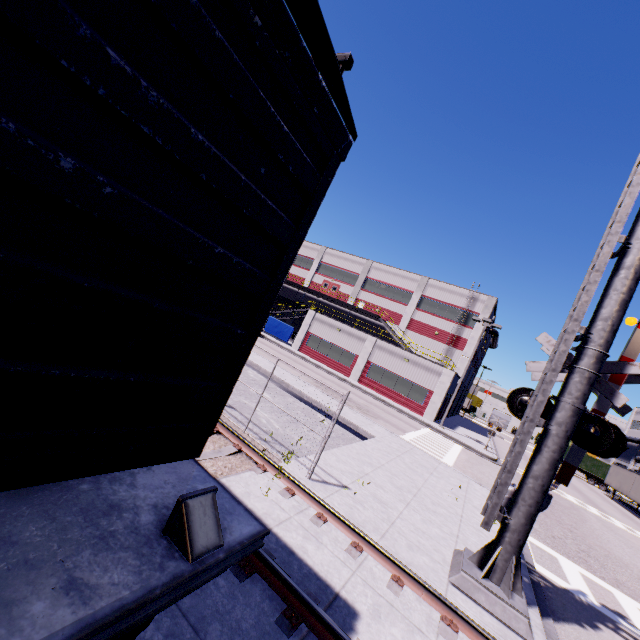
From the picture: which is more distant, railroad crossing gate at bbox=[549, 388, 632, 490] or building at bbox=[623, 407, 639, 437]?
building at bbox=[623, 407, 639, 437]

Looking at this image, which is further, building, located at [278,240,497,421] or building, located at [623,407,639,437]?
building, located at [623,407,639,437]

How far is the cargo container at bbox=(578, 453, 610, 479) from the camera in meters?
43.9

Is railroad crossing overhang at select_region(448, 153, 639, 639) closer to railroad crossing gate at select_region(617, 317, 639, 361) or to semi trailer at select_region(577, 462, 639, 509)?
railroad crossing gate at select_region(617, 317, 639, 361)

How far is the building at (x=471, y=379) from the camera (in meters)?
41.97

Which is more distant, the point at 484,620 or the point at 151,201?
the point at 484,620

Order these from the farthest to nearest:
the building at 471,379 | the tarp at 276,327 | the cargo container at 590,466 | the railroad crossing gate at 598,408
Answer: the cargo container at 590,466 → the building at 471,379 → the tarp at 276,327 → the railroad crossing gate at 598,408

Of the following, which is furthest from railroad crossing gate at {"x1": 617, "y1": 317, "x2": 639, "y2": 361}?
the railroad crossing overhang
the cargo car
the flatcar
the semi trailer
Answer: the semi trailer
